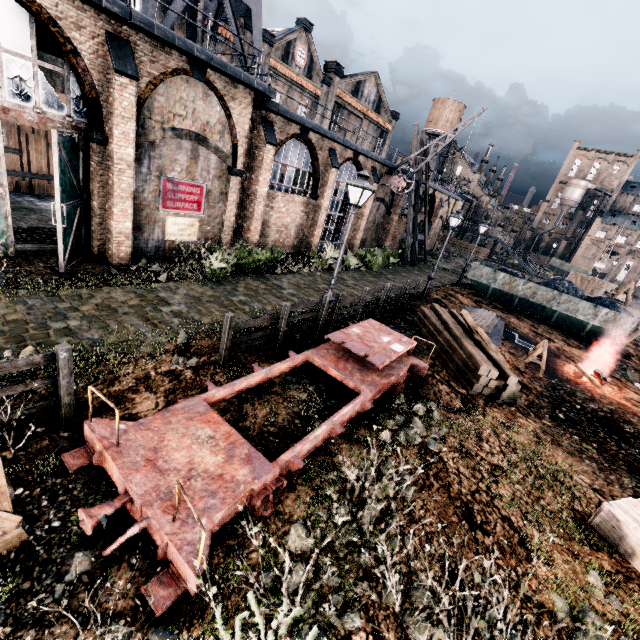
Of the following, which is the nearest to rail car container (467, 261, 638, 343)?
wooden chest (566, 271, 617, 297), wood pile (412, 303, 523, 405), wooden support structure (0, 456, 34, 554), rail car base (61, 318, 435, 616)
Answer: wooden chest (566, 271, 617, 297)

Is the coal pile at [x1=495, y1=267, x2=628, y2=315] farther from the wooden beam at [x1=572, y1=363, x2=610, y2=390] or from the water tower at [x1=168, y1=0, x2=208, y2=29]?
the water tower at [x1=168, y1=0, x2=208, y2=29]

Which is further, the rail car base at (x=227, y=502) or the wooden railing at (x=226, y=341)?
the wooden railing at (x=226, y=341)

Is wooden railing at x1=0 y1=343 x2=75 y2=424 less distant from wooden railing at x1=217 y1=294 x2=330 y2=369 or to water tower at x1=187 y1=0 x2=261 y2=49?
wooden railing at x1=217 y1=294 x2=330 y2=369

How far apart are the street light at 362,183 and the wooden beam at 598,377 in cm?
1219

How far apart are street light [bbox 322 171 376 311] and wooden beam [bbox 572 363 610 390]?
12.2m

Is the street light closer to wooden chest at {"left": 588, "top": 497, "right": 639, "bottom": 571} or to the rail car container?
wooden chest at {"left": 588, "top": 497, "right": 639, "bottom": 571}

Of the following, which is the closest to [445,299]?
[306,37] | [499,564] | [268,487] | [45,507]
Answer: [499,564]
